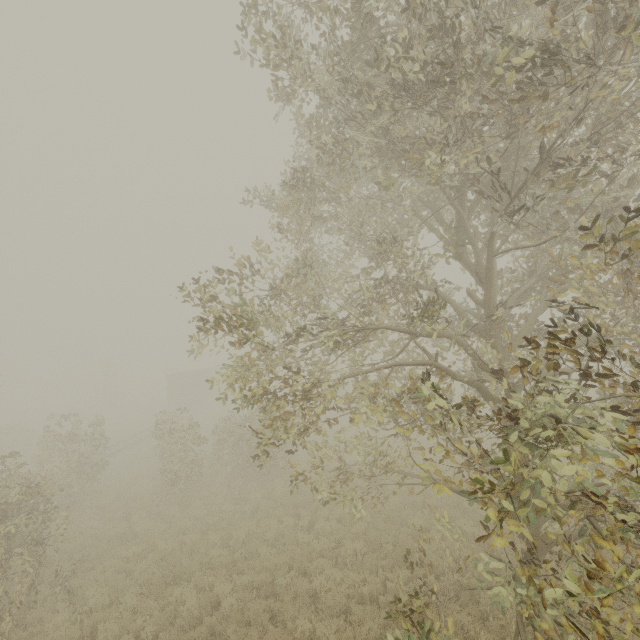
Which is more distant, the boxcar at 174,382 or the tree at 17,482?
the boxcar at 174,382

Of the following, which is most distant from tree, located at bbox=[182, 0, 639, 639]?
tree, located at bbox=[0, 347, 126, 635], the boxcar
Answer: the boxcar

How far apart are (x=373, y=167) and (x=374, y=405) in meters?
4.3

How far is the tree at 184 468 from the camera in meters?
15.3 m

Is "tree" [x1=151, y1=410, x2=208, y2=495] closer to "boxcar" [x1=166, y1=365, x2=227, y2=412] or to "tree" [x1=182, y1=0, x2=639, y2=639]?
"boxcar" [x1=166, y1=365, x2=227, y2=412]

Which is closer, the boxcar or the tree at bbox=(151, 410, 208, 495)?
the tree at bbox=(151, 410, 208, 495)
